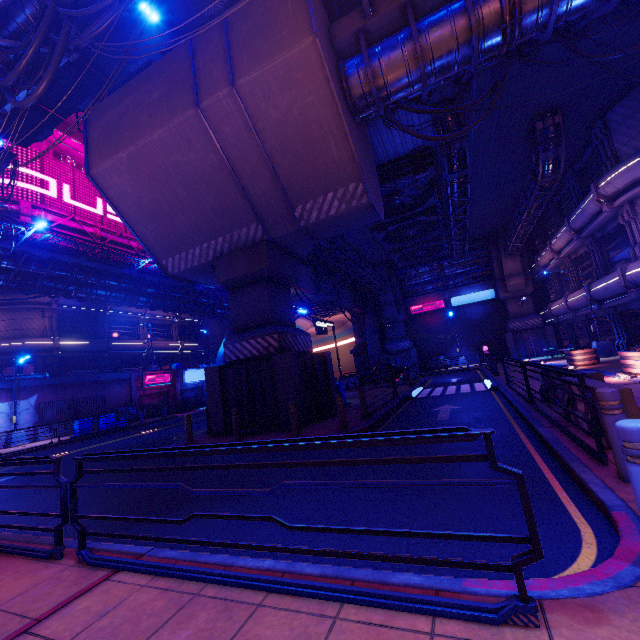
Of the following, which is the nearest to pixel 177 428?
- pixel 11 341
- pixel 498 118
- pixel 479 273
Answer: pixel 11 341

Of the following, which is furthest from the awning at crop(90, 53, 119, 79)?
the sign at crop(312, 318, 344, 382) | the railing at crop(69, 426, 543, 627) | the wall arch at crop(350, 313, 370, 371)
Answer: the wall arch at crop(350, 313, 370, 371)

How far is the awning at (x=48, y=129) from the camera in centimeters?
1918cm

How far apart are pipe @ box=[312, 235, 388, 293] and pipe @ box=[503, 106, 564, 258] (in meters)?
11.71

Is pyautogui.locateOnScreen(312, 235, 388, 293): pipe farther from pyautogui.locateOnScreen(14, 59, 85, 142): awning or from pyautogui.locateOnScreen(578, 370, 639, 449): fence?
pyautogui.locateOnScreen(578, 370, 639, 449): fence

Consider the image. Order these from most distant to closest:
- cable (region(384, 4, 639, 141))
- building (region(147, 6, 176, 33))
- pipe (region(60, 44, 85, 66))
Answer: building (region(147, 6, 176, 33)), pipe (region(60, 44, 85, 66)), cable (region(384, 4, 639, 141))

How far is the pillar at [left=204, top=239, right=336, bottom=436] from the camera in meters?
11.7 m

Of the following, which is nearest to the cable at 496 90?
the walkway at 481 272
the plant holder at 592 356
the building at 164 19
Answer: the plant holder at 592 356
